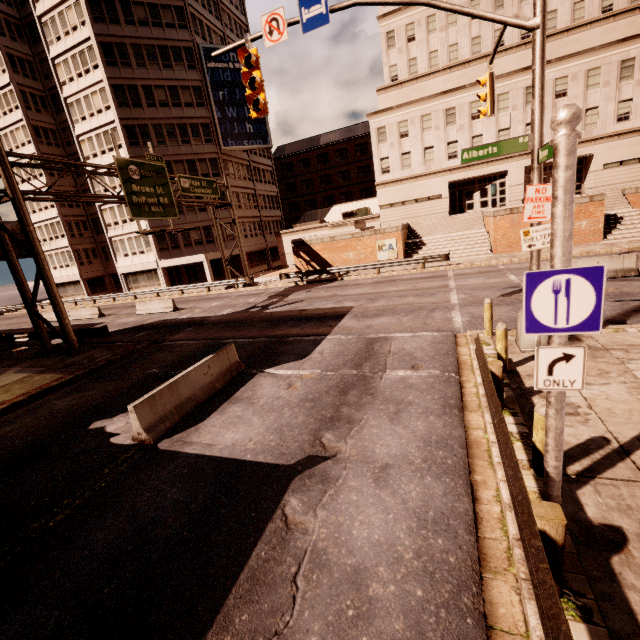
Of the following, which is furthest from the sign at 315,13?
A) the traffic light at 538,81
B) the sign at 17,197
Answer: the sign at 17,197

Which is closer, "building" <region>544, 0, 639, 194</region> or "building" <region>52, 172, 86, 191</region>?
"building" <region>544, 0, 639, 194</region>

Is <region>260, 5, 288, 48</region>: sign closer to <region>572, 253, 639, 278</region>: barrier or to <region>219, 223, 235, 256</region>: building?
<region>572, 253, 639, 278</region>: barrier

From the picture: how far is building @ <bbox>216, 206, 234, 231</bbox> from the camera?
39.5 meters

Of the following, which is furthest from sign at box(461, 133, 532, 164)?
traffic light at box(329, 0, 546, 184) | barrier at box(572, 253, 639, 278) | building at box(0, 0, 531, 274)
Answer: building at box(0, 0, 531, 274)

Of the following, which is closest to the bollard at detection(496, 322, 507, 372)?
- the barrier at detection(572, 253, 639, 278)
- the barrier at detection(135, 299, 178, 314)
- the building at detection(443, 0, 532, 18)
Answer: the barrier at detection(572, 253, 639, 278)

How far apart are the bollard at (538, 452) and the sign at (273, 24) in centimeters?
1041cm

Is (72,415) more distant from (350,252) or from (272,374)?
(350,252)
